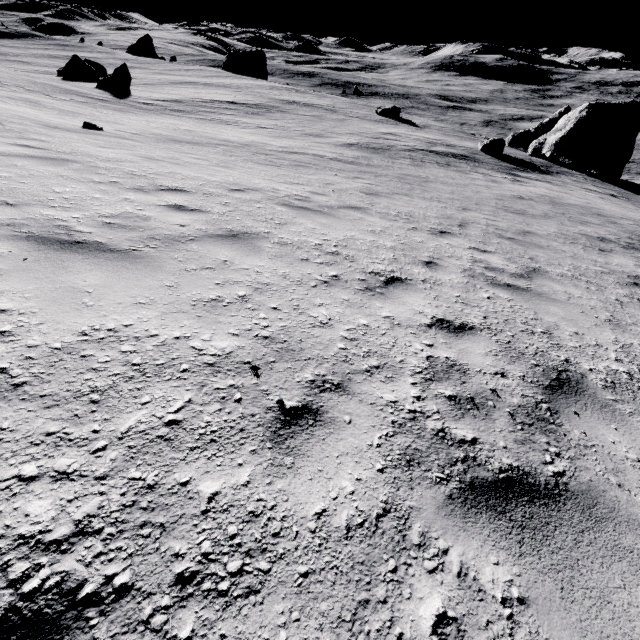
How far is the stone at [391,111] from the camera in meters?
37.8 m

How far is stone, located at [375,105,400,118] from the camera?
37.78m

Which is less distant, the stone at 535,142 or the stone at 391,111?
the stone at 535,142

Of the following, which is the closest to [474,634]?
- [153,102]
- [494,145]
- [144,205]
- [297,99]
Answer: [144,205]

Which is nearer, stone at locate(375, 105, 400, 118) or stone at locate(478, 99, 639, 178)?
stone at locate(478, 99, 639, 178)
